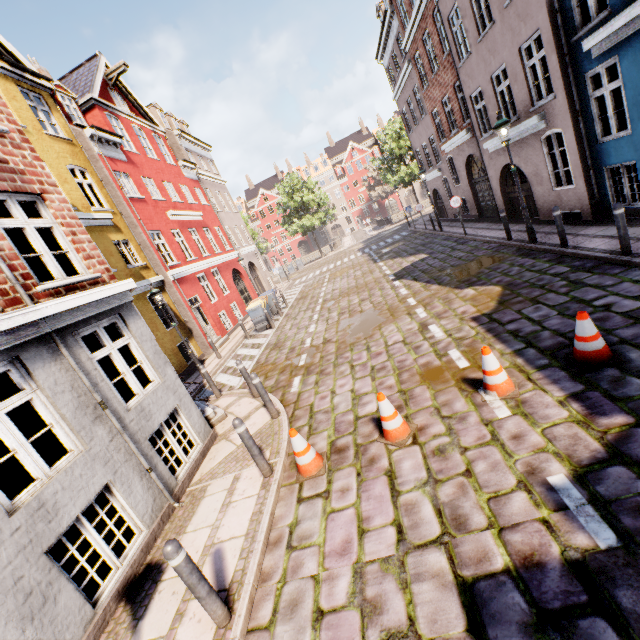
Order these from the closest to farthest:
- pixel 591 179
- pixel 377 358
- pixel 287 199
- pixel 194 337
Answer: pixel 377 358
pixel 591 179
pixel 194 337
pixel 287 199

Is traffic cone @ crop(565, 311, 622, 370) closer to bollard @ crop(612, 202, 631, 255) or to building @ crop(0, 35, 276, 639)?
bollard @ crop(612, 202, 631, 255)

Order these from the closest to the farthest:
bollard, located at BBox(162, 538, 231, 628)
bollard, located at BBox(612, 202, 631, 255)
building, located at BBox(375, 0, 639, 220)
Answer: bollard, located at BBox(162, 538, 231, 628)
bollard, located at BBox(612, 202, 631, 255)
building, located at BBox(375, 0, 639, 220)

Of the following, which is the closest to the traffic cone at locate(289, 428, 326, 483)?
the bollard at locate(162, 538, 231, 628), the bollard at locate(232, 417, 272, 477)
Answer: the bollard at locate(232, 417, 272, 477)

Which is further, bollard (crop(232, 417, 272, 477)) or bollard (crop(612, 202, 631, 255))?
bollard (crop(612, 202, 631, 255))

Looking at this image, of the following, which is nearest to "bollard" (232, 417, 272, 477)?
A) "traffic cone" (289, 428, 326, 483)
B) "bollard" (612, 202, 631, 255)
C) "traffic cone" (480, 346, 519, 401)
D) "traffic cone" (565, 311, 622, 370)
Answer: "traffic cone" (289, 428, 326, 483)

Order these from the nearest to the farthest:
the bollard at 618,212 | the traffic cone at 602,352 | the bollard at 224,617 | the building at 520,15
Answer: the bollard at 224,617 < the traffic cone at 602,352 < the bollard at 618,212 < the building at 520,15

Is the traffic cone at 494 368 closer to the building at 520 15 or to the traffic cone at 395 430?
the traffic cone at 395 430
